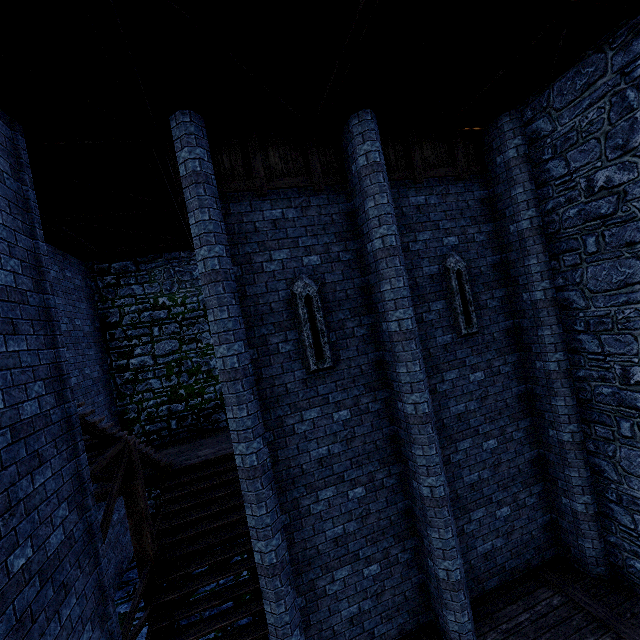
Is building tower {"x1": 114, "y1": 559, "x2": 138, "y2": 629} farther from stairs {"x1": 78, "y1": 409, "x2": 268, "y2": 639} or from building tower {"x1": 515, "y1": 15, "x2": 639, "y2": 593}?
building tower {"x1": 515, "y1": 15, "x2": 639, "y2": 593}

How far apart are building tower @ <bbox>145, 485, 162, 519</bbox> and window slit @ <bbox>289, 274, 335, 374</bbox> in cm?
921

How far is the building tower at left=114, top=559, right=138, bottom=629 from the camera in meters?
8.1

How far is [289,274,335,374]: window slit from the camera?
5.88m

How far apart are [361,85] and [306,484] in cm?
688

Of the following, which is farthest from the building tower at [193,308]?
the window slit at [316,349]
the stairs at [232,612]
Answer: the window slit at [316,349]

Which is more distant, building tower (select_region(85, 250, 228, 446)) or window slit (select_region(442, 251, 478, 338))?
building tower (select_region(85, 250, 228, 446))

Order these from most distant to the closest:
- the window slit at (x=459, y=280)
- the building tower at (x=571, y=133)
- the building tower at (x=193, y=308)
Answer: the building tower at (x=193, y=308), the window slit at (x=459, y=280), the building tower at (x=571, y=133)
